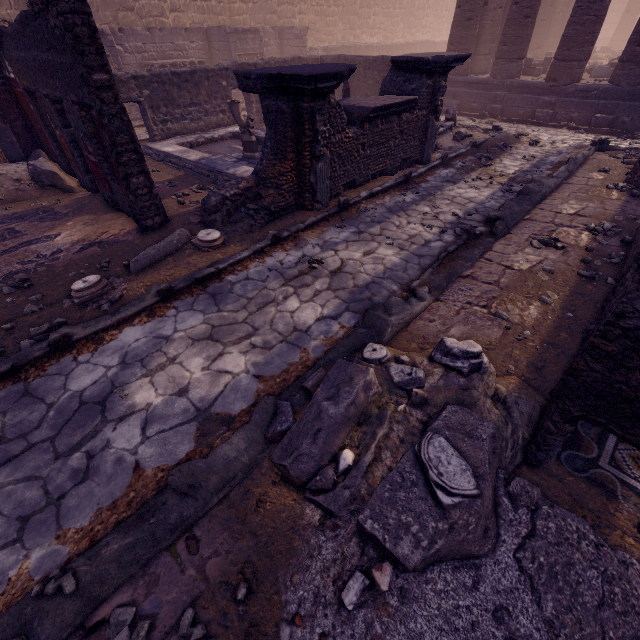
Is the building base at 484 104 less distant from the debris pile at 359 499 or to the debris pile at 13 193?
the debris pile at 359 499

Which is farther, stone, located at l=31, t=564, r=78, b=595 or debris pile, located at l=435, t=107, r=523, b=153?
debris pile, located at l=435, t=107, r=523, b=153

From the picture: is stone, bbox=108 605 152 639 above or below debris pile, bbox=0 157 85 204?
below

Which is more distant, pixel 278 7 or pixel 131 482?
pixel 278 7

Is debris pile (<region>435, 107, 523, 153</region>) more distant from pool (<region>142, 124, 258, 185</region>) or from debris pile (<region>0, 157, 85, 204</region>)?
debris pile (<region>0, 157, 85, 204</region>)

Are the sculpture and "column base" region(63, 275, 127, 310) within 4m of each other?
no

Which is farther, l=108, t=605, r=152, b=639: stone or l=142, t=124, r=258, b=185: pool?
l=142, t=124, r=258, b=185: pool

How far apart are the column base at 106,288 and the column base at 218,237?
0.19m
